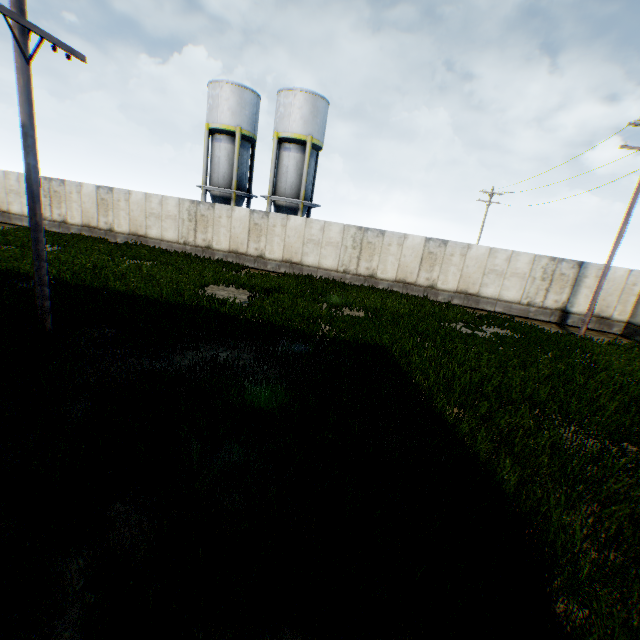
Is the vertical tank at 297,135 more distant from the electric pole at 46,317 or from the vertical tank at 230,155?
the electric pole at 46,317

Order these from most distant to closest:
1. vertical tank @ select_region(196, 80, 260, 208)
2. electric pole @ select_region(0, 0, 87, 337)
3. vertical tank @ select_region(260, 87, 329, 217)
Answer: vertical tank @ select_region(196, 80, 260, 208), vertical tank @ select_region(260, 87, 329, 217), electric pole @ select_region(0, 0, 87, 337)

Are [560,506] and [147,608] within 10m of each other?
yes

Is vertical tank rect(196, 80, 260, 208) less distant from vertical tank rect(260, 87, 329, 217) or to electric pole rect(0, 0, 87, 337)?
vertical tank rect(260, 87, 329, 217)

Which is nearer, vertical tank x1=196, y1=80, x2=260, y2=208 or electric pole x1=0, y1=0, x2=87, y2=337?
electric pole x1=0, y1=0, x2=87, y2=337

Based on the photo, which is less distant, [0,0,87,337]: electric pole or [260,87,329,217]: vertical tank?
[0,0,87,337]: electric pole

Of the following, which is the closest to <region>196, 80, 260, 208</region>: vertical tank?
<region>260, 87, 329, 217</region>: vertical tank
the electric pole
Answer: <region>260, 87, 329, 217</region>: vertical tank

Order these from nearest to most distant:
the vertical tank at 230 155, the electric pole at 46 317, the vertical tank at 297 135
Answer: the electric pole at 46 317 → the vertical tank at 297 135 → the vertical tank at 230 155
